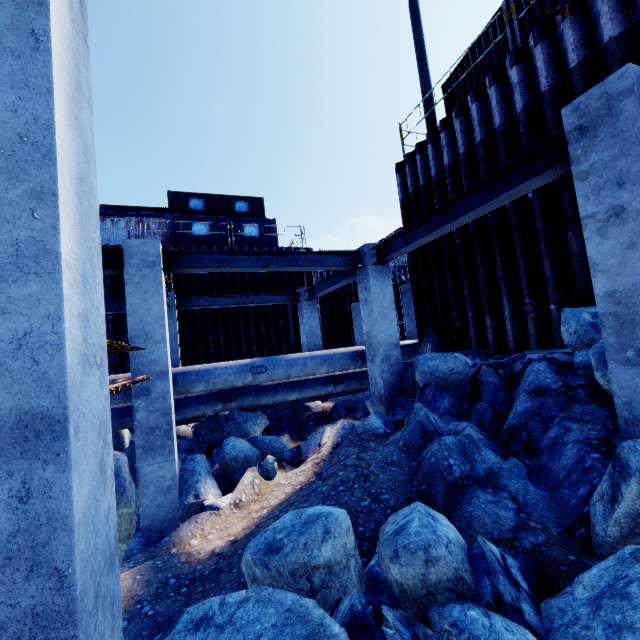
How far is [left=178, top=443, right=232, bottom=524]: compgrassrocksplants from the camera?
5.6 meters

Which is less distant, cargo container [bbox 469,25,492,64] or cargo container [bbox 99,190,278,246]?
cargo container [bbox 469,25,492,64]

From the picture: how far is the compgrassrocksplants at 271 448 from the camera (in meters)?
6.78

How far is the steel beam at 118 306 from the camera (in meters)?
10.06

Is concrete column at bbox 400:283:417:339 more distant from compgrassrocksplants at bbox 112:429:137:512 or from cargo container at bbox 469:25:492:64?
compgrassrocksplants at bbox 112:429:137:512

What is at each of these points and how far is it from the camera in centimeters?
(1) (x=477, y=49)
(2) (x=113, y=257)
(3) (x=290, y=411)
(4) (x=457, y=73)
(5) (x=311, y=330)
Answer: (1) cargo container, 904cm
(2) steel beam, 591cm
(3) compgrassrocksplants, 1070cm
(4) cargo container, 993cm
(5) concrete column, 1220cm

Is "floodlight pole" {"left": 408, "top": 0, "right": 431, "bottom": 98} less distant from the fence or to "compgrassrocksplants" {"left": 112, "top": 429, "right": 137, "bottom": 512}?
"compgrassrocksplants" {"left": 112, "top": 429, "right": 137, "bottom": 512}

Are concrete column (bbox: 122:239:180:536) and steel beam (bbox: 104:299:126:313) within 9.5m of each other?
yes
